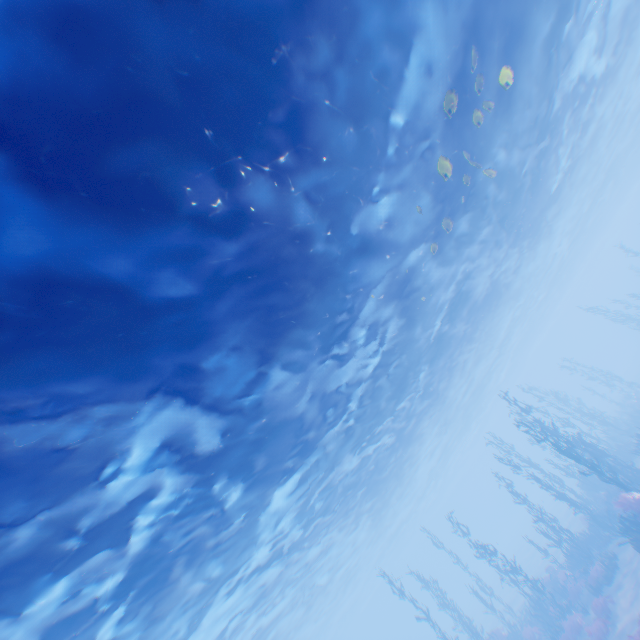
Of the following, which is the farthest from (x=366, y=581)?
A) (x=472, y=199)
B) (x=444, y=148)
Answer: (x=444, y=148)
